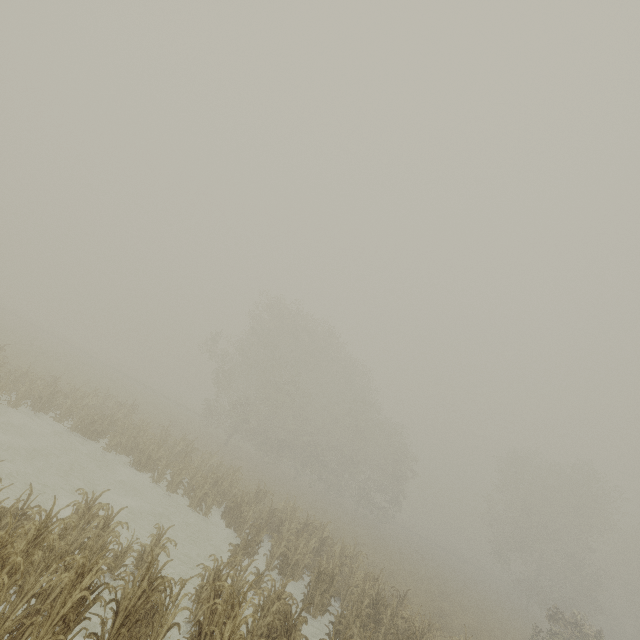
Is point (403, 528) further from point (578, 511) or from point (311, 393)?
point (311, 393)
